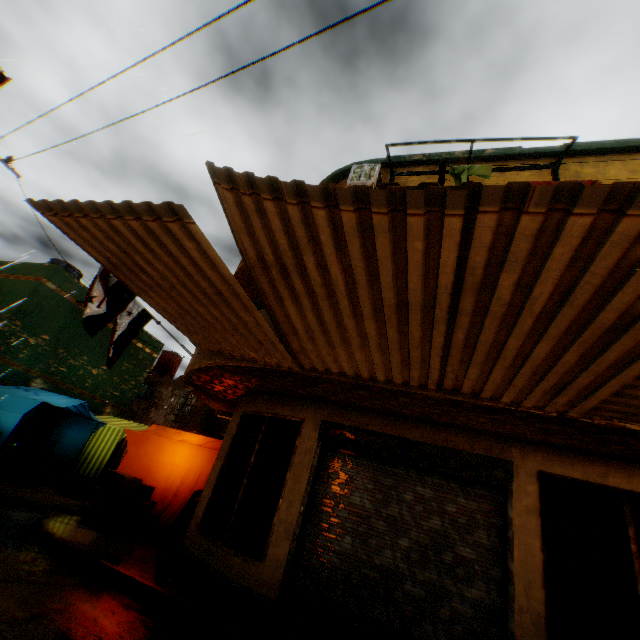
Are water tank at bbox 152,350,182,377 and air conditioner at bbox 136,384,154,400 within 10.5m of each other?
yes

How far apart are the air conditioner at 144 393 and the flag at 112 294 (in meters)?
14.48

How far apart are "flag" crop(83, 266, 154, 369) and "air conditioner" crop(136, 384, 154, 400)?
14.48m

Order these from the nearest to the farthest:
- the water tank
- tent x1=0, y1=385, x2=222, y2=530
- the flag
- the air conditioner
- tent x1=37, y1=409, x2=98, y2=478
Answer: the flag
tent x1=0, y1=385, x2=222, y2=530
tent x1=37, y1=409, x2=98, y2=478
the air conditioner
the water tank

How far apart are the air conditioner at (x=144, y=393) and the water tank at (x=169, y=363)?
2.5 meters

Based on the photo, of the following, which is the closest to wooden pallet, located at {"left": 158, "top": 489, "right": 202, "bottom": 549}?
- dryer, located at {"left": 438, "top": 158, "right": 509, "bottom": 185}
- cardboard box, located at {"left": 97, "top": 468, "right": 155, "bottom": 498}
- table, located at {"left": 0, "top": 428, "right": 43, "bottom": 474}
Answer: cardboard box, located at {"left": 97, "top": 468, "right": 155, "bottom": 498}

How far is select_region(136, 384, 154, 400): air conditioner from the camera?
20.9m

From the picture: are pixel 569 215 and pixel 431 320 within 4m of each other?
yes
